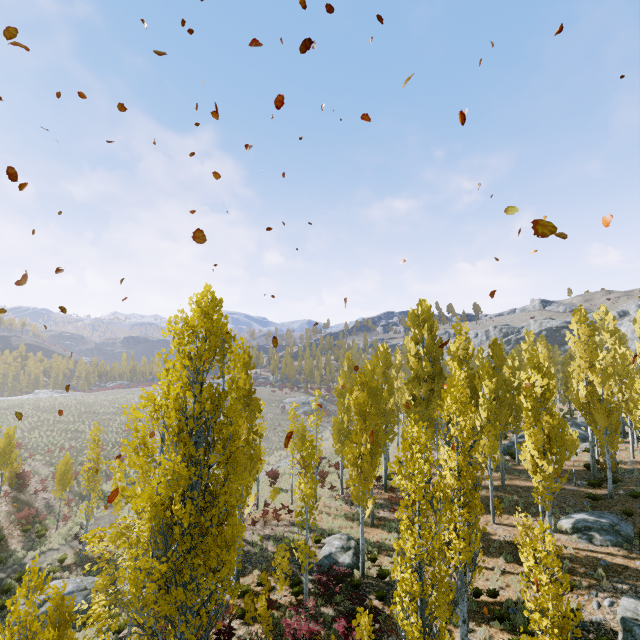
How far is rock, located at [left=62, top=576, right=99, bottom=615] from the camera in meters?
16.4 m

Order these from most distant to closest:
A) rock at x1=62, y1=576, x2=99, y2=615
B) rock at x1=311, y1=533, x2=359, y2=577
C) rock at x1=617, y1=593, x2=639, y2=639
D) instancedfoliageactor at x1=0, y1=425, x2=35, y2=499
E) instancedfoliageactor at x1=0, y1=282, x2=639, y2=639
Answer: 1. instancedfoliageactor at x1=0, y1=425, x2=35, y2=499
2. rock at x1=311, y1=533, x2=359, y2=577
3. rock at x1=62, y1=576, x2=99, y2=615
4. rock at x1=617, y1=593, x2=639, y2=639
5. instancedfoliageactor at x1=0, y1=282, x2=639, y2=639

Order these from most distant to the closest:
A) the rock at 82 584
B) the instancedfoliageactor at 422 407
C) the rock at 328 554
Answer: the rock at 328 554 → the rock at 82 584 → the instancedfoliageactor at 422 407

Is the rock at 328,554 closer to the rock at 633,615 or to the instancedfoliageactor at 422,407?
the instancedfoliageactor at 422,407

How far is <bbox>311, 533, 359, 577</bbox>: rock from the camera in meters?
18.1 m

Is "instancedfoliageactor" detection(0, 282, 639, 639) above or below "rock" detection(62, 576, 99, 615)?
above

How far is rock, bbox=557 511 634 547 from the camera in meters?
16.8

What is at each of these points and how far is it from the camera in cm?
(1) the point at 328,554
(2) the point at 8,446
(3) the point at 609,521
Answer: (1) rock, 1888
(2) instancedfoliageactor, 2447
(3) rock, 1775
